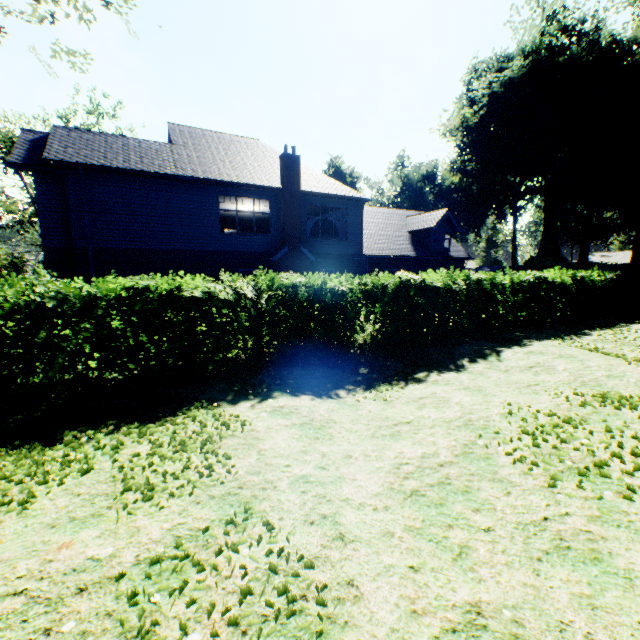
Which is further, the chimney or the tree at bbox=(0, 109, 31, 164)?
the tree at bbox=(0, 109, 31, 164)

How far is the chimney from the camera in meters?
17.3 m

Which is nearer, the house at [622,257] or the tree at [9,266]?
the tree at [9,266]

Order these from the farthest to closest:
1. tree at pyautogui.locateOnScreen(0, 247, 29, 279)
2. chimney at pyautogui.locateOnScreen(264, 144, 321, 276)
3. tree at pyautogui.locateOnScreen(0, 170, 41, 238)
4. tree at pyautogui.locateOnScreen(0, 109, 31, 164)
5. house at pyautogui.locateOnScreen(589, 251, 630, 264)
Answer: house at pyautogui.locateOnScreen(589, 251, 630, 264) < tree at pyautogui.locateOnScreen(0, 247, 29, 279) < tree at pyautogui.locateOnScreen(0, 170, 41, 238) < tree at pyautogui.locateOnScreen(0, 109, 31, 164) < chimney at pyautogui.locateOnScreen(264, 144, 321, 276)

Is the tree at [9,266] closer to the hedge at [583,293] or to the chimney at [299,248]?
the hedge at [583,293]

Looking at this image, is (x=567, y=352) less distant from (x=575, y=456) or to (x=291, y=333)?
(x=575, y=456)

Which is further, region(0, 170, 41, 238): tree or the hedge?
region(0, 170, 41, 238): tree

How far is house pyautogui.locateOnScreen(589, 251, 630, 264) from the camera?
55.4m
